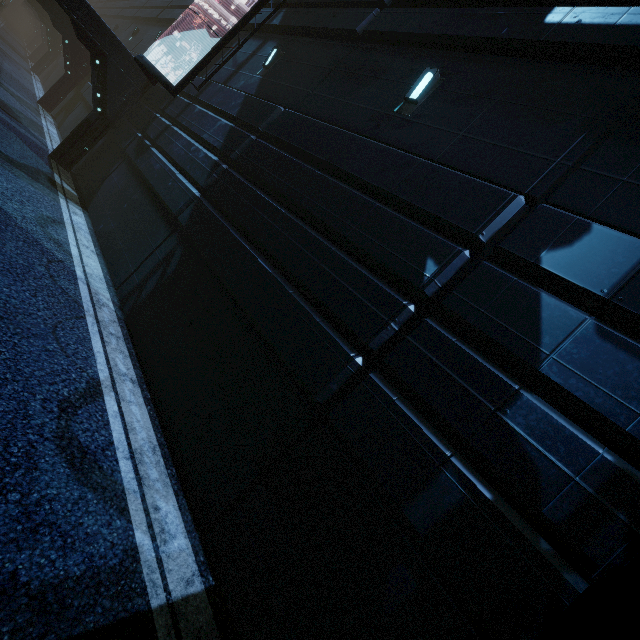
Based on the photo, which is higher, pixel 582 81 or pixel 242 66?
pixel 582 81

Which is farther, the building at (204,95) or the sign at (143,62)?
the sign at (143,62)

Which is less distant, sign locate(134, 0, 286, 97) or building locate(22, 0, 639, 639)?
building locate(22, 0, 639, 639)
